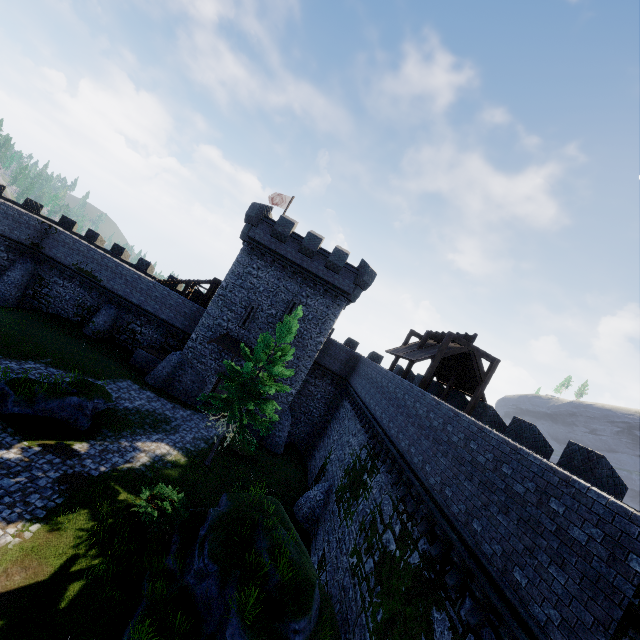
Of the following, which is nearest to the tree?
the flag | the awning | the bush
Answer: the bush

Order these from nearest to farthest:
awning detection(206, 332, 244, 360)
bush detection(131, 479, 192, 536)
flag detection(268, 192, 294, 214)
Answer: bush detection(131, 479, 192, 536)
awning detection(206, 332, 244, 360)
flag detection(268, 192, 294, 214)

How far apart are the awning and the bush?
11.66m

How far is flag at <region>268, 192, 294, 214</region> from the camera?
32.31m

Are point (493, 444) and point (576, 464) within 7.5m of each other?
yes

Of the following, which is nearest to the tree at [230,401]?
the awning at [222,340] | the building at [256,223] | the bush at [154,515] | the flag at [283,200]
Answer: the bush at [154,515]

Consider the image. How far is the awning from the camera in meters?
25.8 m

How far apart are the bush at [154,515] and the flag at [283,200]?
24.8m
